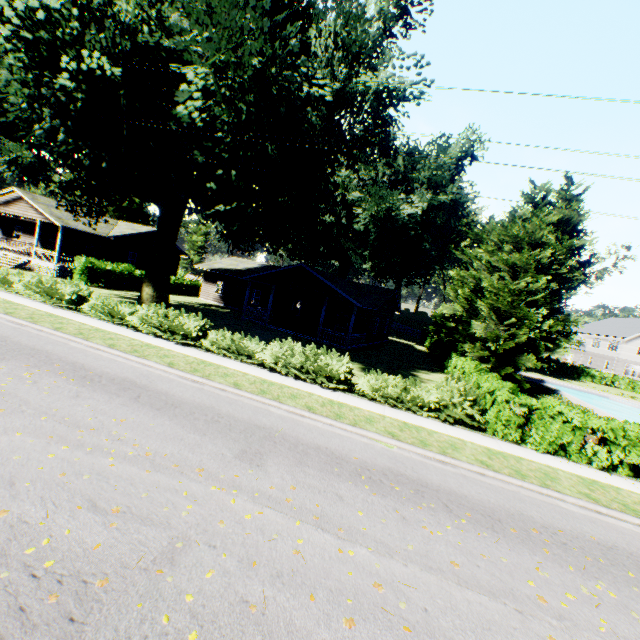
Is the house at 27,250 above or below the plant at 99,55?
below

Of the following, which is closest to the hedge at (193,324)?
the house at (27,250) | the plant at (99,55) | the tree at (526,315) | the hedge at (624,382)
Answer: the tree at (526,315)

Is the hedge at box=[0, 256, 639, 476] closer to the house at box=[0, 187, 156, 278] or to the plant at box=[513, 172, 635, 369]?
the plant at box=[513, 172, 635, 369]

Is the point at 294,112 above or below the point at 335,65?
below

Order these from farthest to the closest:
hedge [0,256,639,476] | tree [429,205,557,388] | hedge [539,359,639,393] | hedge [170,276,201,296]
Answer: hedge [539,359,639,393]
hedge [170,276,201,296]
tree [429,205,557,388]
hedge [0,256,639,476]

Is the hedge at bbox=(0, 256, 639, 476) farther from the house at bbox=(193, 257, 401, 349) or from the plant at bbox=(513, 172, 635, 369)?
the house at bbox=(193, 257, 401, 349)

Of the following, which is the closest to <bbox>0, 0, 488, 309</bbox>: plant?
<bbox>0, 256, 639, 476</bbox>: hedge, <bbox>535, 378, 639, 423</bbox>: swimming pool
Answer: <bbox>0, 256, 639, 476</bbox>: hedge

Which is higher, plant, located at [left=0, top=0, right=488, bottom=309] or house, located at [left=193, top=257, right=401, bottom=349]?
plant, located at [left=0, top=0, right=488, bottom=309]
